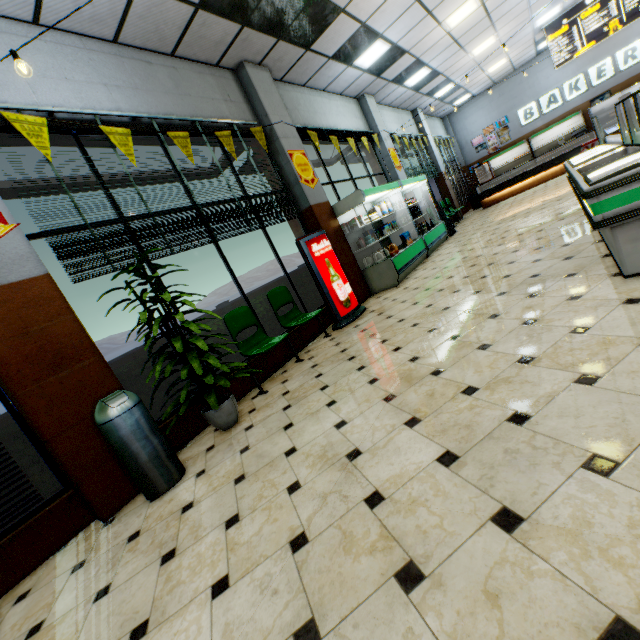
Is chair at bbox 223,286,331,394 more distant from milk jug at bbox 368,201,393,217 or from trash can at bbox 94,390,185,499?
milk jug at bbox 368,201,393,217

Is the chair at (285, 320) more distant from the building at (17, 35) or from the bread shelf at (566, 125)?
the bread shelf at (566, 125)

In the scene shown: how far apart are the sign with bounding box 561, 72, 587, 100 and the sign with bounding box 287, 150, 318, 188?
15.50m

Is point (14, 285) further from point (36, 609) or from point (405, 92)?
point (405, 92)

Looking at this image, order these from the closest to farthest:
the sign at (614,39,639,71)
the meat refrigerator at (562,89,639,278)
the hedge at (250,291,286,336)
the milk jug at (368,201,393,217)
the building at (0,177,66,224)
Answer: the meat refrigerator at (562,89,639,278)
the building at (0,177,66,224)
the hedge at (250,291,286,336)
the milk jug at (368,201,393,217)
the sign at (614,39,639,71)

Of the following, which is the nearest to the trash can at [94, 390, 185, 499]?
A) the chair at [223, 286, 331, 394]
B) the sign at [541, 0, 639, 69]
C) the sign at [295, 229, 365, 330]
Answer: the chair at [223, 286, 331, 394]

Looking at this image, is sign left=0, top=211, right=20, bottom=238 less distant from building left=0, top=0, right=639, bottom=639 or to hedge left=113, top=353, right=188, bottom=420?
building left=0, top=0, right=639, bottom=639

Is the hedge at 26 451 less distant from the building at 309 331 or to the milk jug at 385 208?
the building at 309 331
